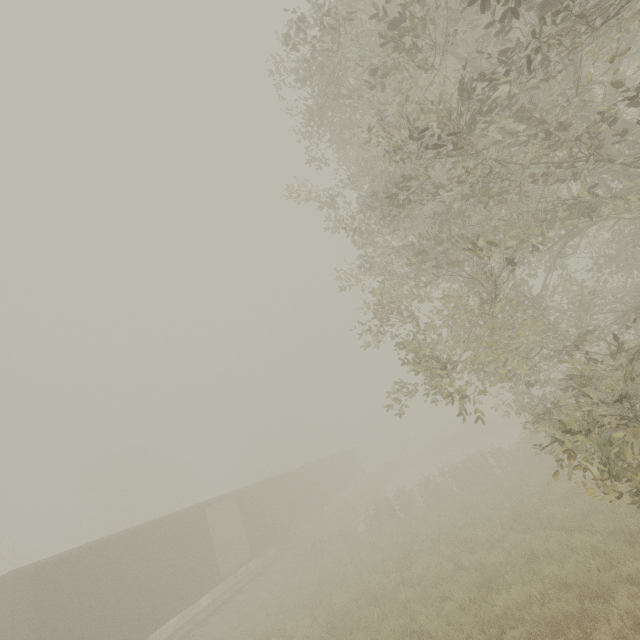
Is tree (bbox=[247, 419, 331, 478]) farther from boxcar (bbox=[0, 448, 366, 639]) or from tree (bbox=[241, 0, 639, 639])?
tree (bbox=[241, 0, 639, 639])

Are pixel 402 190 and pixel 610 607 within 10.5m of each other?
yes

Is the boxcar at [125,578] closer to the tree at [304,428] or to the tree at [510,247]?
the tree at [510,247]

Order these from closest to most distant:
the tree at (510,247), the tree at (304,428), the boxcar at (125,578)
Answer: the tree at (510,247) < the boxcar at (125,578) < the tree at (304,428)

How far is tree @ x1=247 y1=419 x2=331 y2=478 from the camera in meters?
44.1

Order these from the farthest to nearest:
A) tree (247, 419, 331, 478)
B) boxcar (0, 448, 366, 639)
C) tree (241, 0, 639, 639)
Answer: A:
tree (247, 419, 331, 478)
boxcar (0, 448, 366, 639)
tree (241, 0, 639, 639)

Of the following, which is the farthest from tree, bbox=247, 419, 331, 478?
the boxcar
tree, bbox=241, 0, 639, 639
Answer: tree, bbox=241, 0, 639, 639
